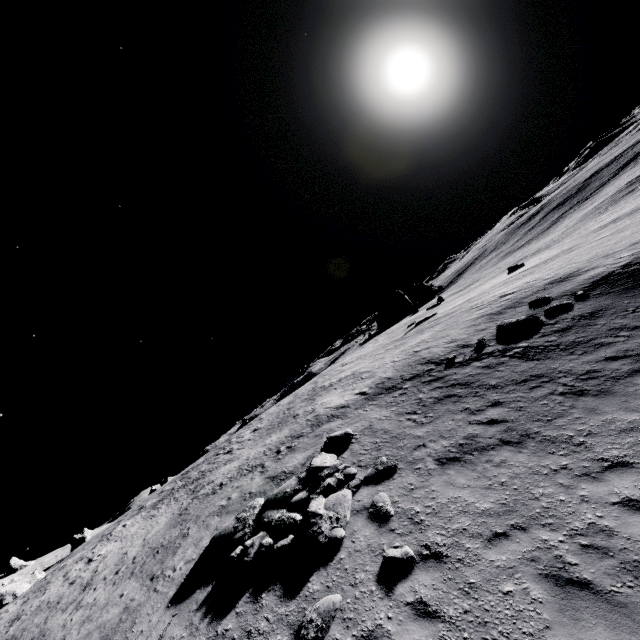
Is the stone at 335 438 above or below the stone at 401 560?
above

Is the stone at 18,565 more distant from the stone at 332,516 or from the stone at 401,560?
the stone at 401,560

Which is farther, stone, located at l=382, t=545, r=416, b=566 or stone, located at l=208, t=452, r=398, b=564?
stone, located at l=208, t=452, r=398, b=564

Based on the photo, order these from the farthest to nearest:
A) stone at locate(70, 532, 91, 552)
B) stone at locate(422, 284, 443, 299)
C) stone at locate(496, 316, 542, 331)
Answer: stone at locate(70, 532, 91, 552)
stone at locate(422, 284, 443, 299)
stone at locate(496, 316, 542, 331)

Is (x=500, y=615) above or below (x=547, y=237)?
above

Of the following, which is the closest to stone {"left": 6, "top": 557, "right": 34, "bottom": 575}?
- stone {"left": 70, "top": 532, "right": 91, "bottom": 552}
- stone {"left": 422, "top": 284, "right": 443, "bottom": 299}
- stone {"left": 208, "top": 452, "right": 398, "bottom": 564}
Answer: stone {"left": 70, "top": 532, "right": 91, "bottom": 552}

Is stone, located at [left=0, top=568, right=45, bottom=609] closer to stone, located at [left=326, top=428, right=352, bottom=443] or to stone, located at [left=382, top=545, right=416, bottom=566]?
stone, located at [left=326, top=428, right=352, bottom=443]

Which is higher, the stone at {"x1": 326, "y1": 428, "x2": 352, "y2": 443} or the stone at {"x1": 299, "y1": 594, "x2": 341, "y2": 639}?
the stone at {"x1": 326, "y1": 428, "x2": 352, "y2": 443}
